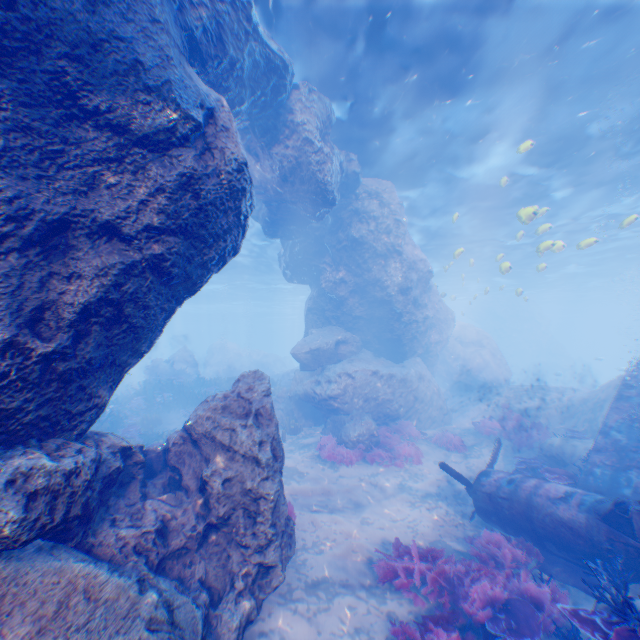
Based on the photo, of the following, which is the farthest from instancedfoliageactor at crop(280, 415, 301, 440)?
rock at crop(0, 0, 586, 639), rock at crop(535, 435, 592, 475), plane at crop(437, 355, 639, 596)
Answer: rock at crop(535, 435, 592, 475)

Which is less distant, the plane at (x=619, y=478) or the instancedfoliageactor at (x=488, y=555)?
the instancedfoliageactor at (x=488, y=555)

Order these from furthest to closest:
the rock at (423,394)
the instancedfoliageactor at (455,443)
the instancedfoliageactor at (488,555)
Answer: the instancedfoliageactor at (455,443), the instancedfoliageactor at (488,555), the rock at (423,394)

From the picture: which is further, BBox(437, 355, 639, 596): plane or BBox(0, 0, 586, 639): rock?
BBox(437, 355, 639, 596): plane

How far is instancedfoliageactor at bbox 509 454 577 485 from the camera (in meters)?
8.62

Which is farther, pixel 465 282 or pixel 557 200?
→ pixel 465 282

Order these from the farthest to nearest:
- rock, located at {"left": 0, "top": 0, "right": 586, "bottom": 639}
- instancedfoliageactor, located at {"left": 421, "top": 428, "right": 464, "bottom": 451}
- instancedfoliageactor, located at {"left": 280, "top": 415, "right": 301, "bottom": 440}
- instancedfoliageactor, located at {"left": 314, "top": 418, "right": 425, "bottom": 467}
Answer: instancedfoliageactor, located at {"left": 280, "top": 415, "right": 301, "bottom": 440}
instancedfoliageactor, located at {"left": 421, "top": 428, "right": 464, "bottom": 451}
instancedfoliageactor, located at {"left": 314, "top": 418, "right": 425, "bottom": 467}
rock, located at {"left": 0, "top": 0, "right": 586, "bottom": 639}

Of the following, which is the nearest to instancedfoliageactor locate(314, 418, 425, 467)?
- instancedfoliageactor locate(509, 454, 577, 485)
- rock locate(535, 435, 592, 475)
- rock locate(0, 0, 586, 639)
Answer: rock locate(0, 0, 586, 639)
